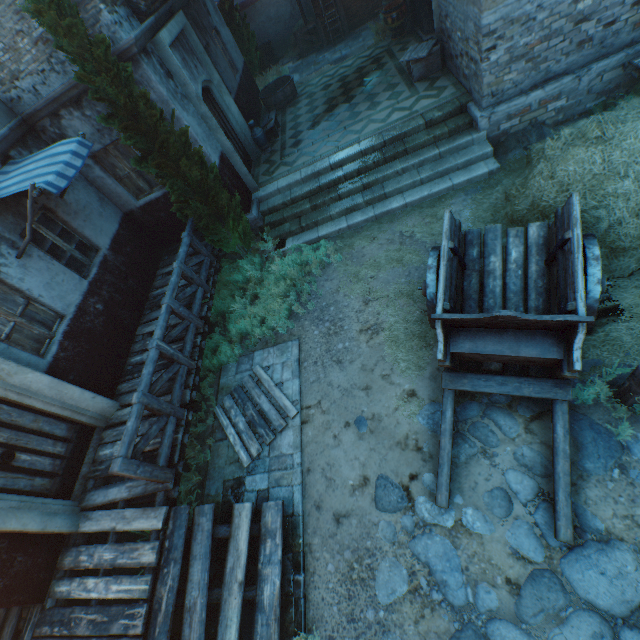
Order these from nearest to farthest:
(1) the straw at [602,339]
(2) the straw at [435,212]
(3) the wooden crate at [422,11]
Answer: (1) the straw at [602,339]
(2) the straw at [435,212]
(3) the wooden crate at [422,11]

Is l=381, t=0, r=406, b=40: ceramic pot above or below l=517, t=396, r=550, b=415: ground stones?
above

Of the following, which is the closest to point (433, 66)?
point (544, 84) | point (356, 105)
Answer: point (356, 105)

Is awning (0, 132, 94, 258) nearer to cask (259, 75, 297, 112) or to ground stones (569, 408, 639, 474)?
ground stones (569, 408, 639, 474)

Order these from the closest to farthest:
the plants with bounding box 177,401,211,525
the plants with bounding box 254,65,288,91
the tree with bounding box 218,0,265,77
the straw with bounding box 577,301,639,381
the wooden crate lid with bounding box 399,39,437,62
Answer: the straw with bounding box 577,301,639,381 → the plants with bounding box 177,401,211,525 → the wooden crate lid with bounding box 399,39,437,62 → the tree with bounding box 218,0,265,77 → the plants with bounding box 254,65,288,91

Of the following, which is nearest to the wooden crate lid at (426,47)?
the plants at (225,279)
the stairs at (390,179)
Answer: the stairs at (390,179)

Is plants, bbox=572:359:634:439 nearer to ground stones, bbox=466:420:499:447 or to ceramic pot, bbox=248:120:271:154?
ground stones, bbox=466:420:499:447

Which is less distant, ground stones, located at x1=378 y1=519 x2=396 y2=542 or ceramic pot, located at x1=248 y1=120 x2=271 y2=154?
ground stones, located at x1=378 y1=519 x2=396 y2=542
